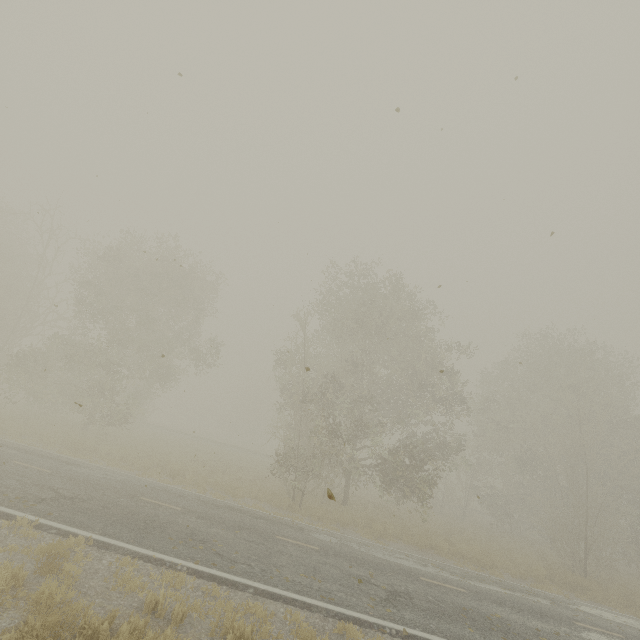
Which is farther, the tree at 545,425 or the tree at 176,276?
the tree at 176,276

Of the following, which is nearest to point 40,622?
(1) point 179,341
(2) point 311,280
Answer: (2) point 311,280

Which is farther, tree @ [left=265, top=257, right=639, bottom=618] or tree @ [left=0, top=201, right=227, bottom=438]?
tree @ [left=0, top=201, right=227, bottom=438]
